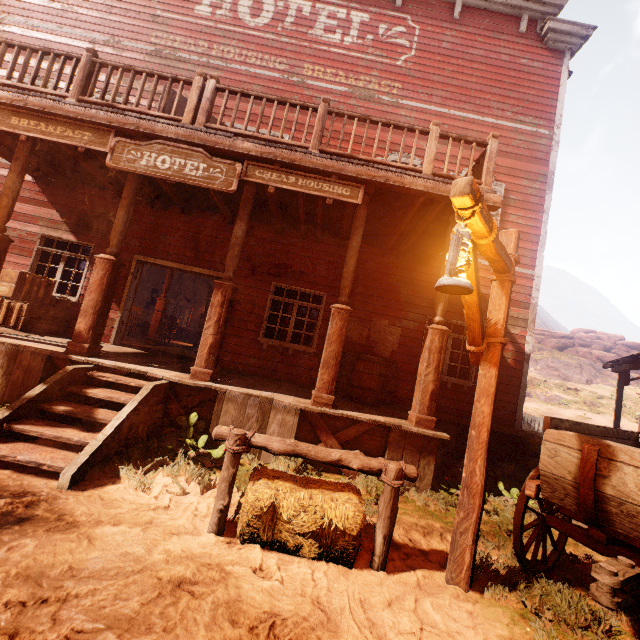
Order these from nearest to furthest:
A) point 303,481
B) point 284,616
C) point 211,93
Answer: point 284,616, point 303,481, point 211,93

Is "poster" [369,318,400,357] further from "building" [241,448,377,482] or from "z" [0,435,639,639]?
"z" [0,435,639,639]

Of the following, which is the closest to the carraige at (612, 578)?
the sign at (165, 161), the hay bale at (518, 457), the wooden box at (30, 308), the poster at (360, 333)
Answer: the hay bale at (518, 457)

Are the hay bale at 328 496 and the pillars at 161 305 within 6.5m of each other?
no

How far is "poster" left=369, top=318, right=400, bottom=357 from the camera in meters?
8.0

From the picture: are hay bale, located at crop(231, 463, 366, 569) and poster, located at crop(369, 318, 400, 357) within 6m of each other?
yes

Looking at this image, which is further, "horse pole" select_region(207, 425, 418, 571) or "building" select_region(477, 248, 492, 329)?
"building" select_region(477, 248, 492, 329)
